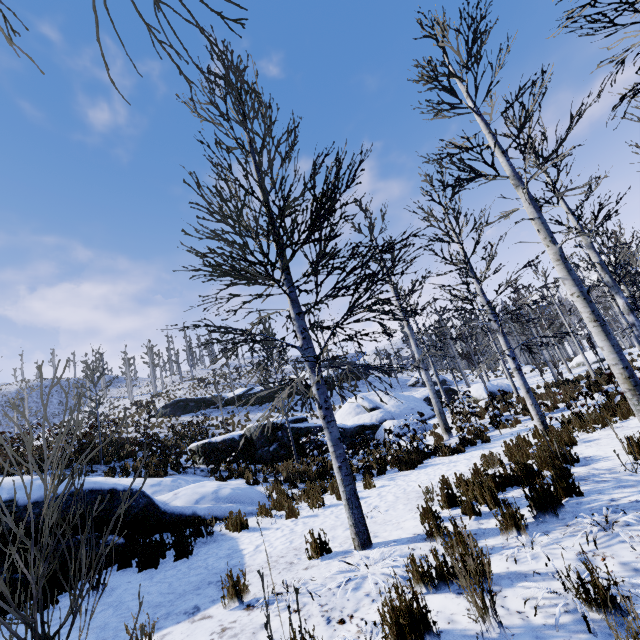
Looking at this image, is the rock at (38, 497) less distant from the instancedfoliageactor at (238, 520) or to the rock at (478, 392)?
the rock at (478, 392)

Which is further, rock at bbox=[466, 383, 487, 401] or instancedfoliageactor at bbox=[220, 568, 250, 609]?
rock at bbox=[466, 383, 487, 401]

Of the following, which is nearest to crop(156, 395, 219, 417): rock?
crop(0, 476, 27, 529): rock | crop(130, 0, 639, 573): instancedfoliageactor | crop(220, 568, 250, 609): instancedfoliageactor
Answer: crop(130, 0, 639, 573): instancedfoliageactor

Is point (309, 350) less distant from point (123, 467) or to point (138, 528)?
point (138, 528)

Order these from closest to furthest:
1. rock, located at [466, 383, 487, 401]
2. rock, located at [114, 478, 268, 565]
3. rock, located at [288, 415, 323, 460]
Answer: rock, located at [114, 478, 268, 565] → rock, located at [288, 415, 323, 460] → rock, located at [466, 383, 487, 401]

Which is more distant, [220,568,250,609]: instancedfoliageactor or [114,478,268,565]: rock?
[114,478,268,565]: rock

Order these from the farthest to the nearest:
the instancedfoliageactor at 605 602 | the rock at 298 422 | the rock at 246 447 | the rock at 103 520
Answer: the rock at 298 422
the rock at 246 447
the rock at 103 520
the instancedfoliageactor at 605 602
